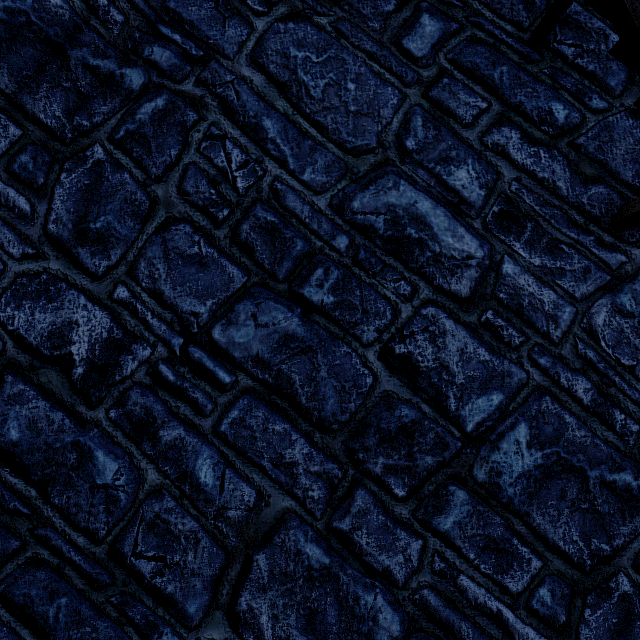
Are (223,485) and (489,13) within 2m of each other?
no
